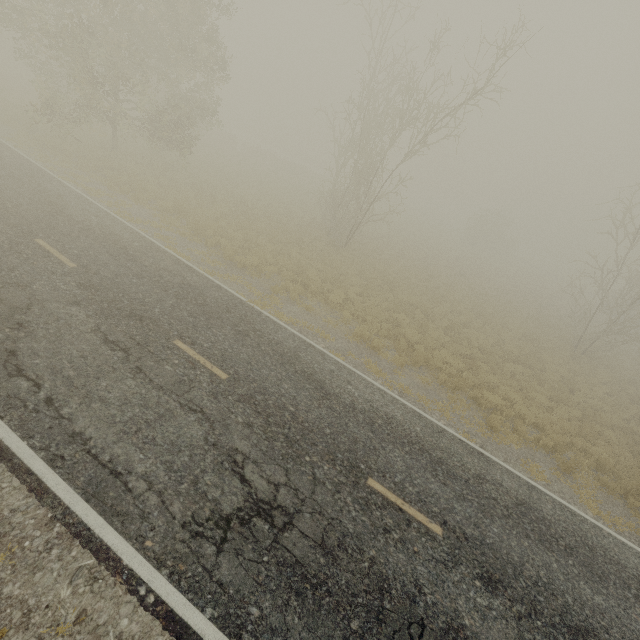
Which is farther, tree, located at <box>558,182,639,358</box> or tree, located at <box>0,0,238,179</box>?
tree, located at <box>558,182,639,358</box>

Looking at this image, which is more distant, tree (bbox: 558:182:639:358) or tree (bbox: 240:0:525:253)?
tree (bbox: 558:182:639:358)

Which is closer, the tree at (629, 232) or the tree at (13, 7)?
the tree at (13, 7)

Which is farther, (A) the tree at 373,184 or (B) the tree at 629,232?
(B) the tree at 629,232

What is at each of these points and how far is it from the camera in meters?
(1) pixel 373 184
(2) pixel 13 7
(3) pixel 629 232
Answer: (1) tree, 28.1 m
(2) tree, 15.8 m
(3) tree, 19.3 m
